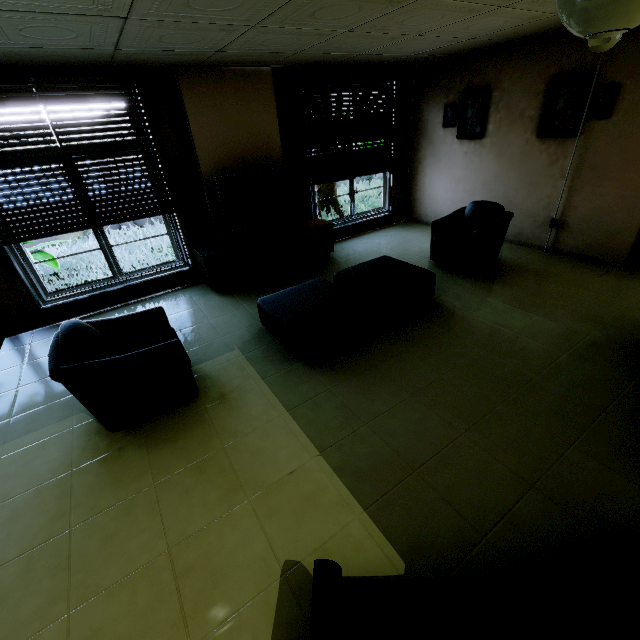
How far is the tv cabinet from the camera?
4.7m

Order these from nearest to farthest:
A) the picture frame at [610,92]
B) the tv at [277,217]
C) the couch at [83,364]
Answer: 1. the couch at [83,364]
2. the picture frame at [610,92]
3. the tv at [277,217]

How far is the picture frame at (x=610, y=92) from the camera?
3.91m

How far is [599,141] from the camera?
4.2 meters

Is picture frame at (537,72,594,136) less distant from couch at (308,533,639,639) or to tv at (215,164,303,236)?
tv at (215,164,303,236)

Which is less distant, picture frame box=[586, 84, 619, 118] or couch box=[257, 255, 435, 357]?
couch box=[257, 255, 435, 357]

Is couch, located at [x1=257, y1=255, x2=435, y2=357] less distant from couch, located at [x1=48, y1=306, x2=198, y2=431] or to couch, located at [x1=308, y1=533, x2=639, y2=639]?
couch, located at [x1=48, y1=306, x2=198, y2=431]

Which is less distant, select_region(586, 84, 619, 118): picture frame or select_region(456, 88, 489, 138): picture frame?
select_region(586, 84, 619, 118): picture frame
